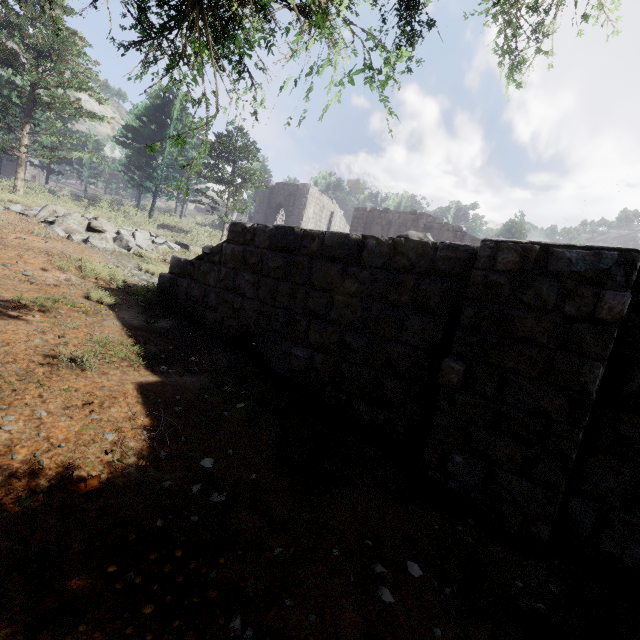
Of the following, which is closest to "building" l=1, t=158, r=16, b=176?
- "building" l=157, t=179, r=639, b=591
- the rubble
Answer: "building" l=157, t=179, r=639, b=591

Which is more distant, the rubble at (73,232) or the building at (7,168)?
the building at (7,168)

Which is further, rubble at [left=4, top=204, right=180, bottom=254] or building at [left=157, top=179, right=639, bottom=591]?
rubble at [left=4, top=204, right=180, bottom=254]

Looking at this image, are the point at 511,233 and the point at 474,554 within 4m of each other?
no

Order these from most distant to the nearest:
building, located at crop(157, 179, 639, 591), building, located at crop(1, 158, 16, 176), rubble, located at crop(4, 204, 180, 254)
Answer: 1. building, located at crop(1, 158, 16, 176)
2. rubble, located at crop(4, 204, 180, 254)
3. building, located at crop(157, 179, 639, 591)

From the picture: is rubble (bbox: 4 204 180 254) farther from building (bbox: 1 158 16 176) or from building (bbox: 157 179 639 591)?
building (bbox: 1 158 16 176)

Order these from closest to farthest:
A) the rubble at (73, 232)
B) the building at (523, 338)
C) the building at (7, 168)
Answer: the building at (523, 338)
the rubble at (73, 232)
the building at (7, 168)
